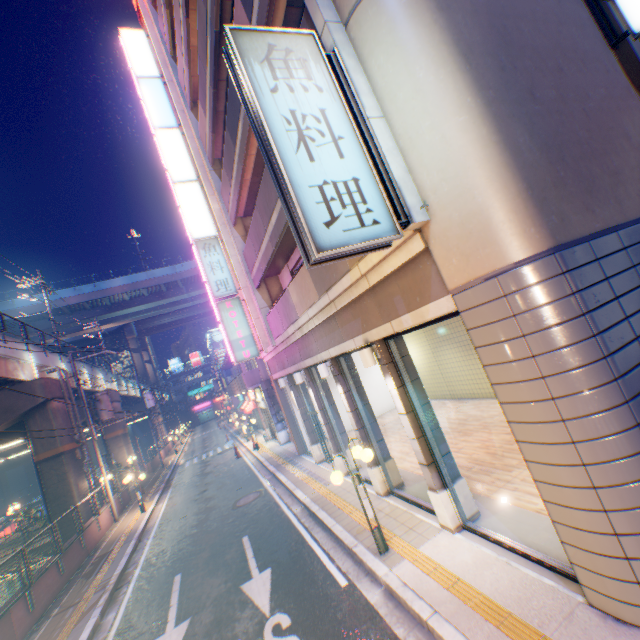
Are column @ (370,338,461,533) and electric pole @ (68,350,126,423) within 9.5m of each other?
no

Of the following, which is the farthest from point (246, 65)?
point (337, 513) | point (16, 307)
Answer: point (16, 307)

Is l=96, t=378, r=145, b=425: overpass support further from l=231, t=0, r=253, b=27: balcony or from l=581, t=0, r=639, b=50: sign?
l=581, t=0, r=639, b=50: sign

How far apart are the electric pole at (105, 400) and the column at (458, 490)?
17.7 meters

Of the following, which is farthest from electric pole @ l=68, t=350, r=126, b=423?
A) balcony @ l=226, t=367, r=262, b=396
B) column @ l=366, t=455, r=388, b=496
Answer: column @ l=366, t=455, r=388, b=496

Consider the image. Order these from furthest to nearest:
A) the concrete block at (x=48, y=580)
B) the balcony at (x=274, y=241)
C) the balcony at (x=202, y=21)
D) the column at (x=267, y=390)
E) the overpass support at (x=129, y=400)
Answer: the overpass support at (x=129, y=400), the column at (x=267, y=390), the balcony at (x=202, y=21), the balcony at (x=274, y=241), the concrete block at (x=48, y=580)

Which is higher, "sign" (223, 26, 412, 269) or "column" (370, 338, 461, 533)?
"sign" (223, 26, 412, 269)

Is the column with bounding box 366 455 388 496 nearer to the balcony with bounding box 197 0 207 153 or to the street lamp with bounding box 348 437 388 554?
the street lamp with bounding box 348 437 388 554
